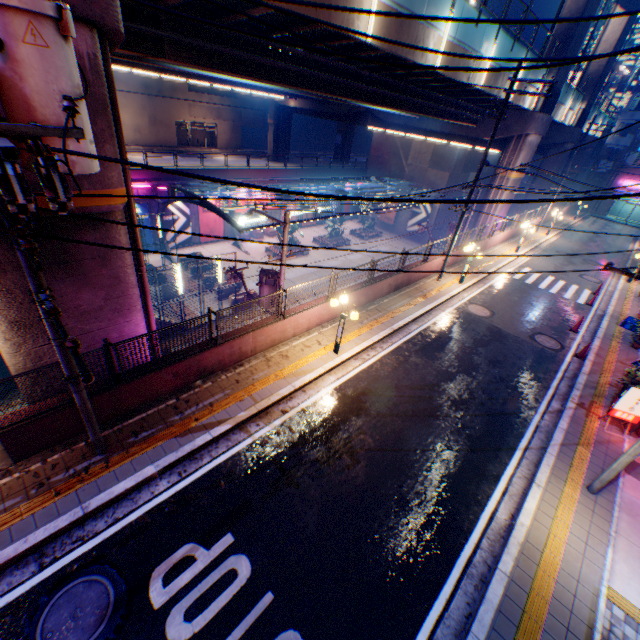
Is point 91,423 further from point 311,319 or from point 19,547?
point 311,319

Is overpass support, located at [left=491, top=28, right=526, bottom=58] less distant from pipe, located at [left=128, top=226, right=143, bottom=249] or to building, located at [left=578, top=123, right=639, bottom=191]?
pipe, located at [left=128, top=226, right=143, bottom=249]

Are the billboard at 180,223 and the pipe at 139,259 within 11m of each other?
no

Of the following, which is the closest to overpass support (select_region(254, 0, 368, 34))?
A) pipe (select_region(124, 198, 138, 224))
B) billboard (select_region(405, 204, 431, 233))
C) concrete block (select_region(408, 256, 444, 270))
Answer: pipe (select_region(124, 198, 138, 224))

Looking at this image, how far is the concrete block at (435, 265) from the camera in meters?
17.1

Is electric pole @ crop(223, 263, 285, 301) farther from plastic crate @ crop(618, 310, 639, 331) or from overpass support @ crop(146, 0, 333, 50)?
plastic crate @ crop(618, 310, 639, 331)

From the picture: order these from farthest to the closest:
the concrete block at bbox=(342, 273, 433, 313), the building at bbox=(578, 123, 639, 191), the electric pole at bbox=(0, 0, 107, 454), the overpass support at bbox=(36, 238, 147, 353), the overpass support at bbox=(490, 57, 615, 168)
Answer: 1. the building at bbox=(578, 123, 639, 191)
2. the overpass support at bbox=(490, 57, 615, 168)
3. the concrete block at bbox=(342, 273, 433, 313)
4. the overpass support at bbox=(36, 238, 147, 353)
5. the electric pole at bbox=(0, 0, 107, 454)

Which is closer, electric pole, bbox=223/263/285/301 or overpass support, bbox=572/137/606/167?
electric pole, bbox=223/263/285/301
